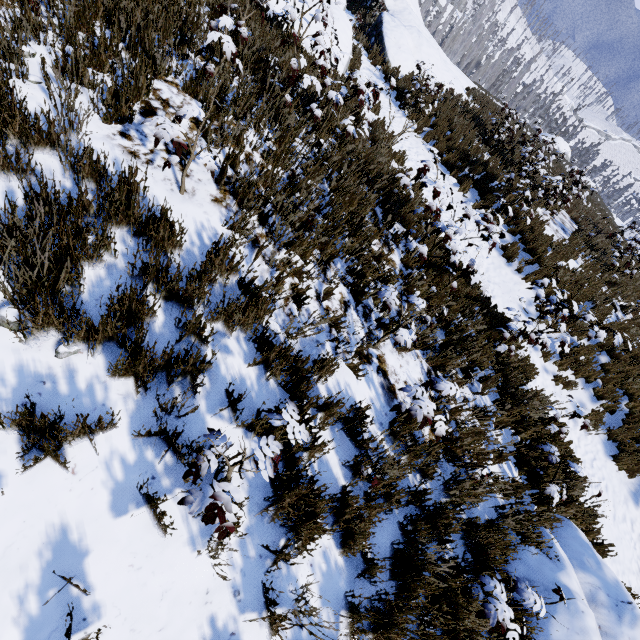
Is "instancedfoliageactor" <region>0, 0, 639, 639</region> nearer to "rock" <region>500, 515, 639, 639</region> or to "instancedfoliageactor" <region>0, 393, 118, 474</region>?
"instancedfoliageactor" <region>0, 393, 118, 474</region>

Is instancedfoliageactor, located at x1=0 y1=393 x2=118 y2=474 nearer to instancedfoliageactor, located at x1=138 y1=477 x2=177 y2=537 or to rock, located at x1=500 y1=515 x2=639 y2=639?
instancedfoliageactor, located at x1=138 y1=477 x2=177 y2=537

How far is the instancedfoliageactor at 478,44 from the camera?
57.0m

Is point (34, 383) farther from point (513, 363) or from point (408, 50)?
point (408, 50)

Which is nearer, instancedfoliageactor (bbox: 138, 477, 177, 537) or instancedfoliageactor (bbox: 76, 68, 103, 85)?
instancedfoliageactor (bbox: 138, 477, 177, 537)

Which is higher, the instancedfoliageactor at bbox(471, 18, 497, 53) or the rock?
the instancedfoliageactor at bbox(471, 18, 497, 53)

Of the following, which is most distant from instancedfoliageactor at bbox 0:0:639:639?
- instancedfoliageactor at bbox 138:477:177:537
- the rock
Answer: the rock

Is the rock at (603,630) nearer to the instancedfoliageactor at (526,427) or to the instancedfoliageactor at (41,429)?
the instancedfoliageactor at (41,429)
